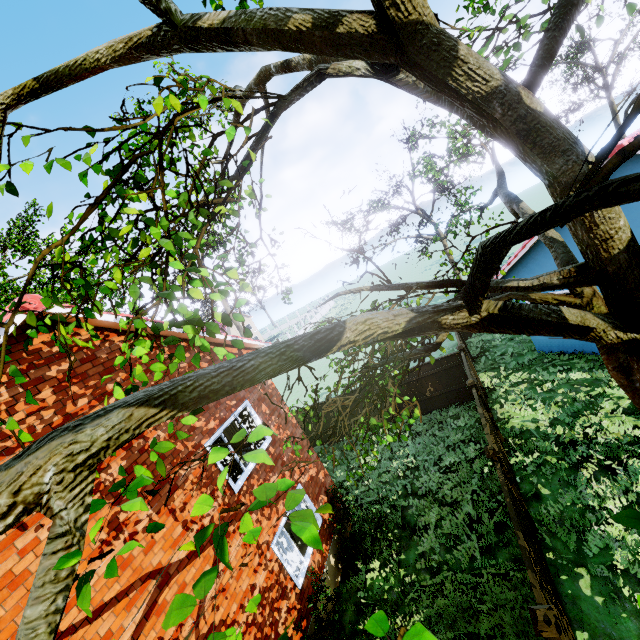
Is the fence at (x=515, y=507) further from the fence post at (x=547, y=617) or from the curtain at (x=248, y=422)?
Result: the curtain at (x=248, y=422)

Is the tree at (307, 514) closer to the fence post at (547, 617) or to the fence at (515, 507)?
the fence at (515, 507)

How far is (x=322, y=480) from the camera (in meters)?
10.58

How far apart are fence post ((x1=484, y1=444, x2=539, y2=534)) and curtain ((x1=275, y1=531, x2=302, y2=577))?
5.3 meters

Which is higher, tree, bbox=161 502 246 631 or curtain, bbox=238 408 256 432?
tree, bbox=161 502 246 631

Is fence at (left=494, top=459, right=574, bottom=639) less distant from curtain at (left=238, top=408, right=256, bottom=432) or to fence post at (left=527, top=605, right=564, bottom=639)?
fence post at (left=527, top=605, right=564, bottom=639)

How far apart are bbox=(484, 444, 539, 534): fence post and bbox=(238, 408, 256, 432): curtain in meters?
5.8

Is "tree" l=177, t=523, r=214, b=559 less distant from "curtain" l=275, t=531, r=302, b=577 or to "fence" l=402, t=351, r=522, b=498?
"fence" l=402, t=351, r=522, b=498
